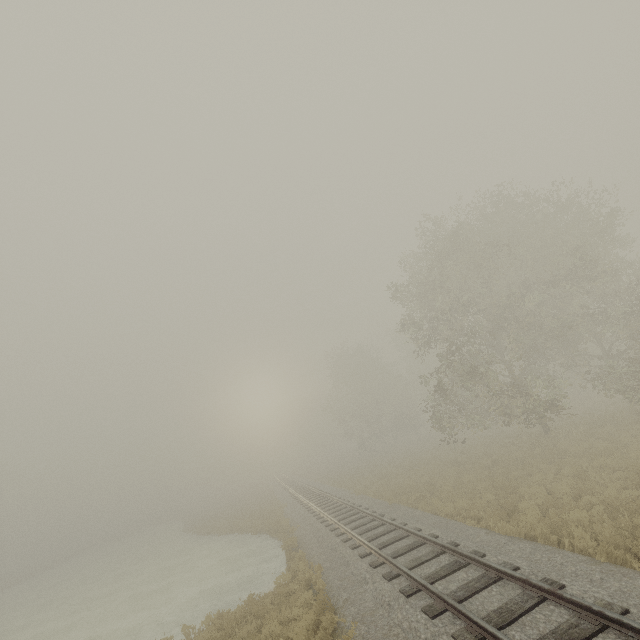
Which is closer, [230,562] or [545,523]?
[545,523]
